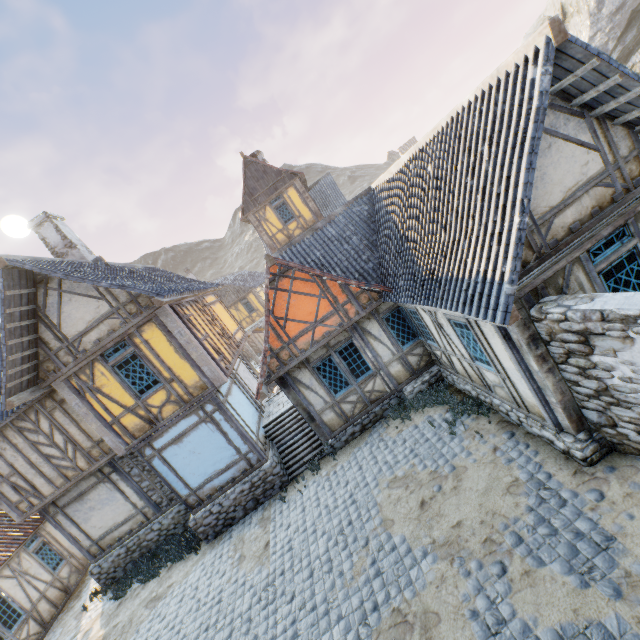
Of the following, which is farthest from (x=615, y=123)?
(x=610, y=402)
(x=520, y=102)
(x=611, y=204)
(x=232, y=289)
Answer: (x=232, y=289)

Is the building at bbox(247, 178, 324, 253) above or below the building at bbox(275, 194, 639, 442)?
above

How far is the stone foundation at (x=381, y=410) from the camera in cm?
561

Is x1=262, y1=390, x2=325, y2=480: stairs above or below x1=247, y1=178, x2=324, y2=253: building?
below

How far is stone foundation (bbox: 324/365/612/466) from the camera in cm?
561

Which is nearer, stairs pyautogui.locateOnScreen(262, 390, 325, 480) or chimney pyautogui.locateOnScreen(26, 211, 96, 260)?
stairs pyautogui.locateOnScreen(262, 390, 325, 480)

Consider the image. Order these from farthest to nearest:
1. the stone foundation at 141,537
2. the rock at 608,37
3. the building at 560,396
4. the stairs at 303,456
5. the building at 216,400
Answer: the rock at 608,37
the stairs at 303,456
the stone foundation at 141,537
the building at 216,400
the building at 560,396

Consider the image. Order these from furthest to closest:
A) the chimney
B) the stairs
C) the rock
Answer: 1. the rock
2. the chimney
3. the stairs
